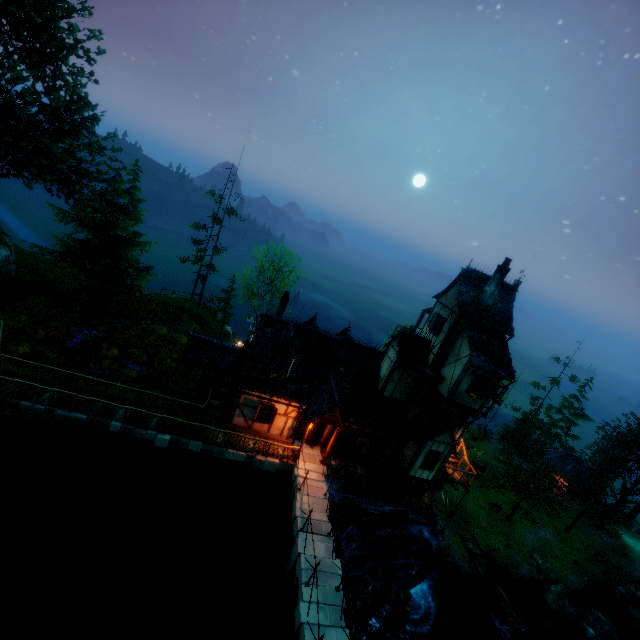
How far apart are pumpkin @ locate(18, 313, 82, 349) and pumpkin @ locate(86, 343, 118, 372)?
4.5m

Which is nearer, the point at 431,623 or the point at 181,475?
the point at 181,475

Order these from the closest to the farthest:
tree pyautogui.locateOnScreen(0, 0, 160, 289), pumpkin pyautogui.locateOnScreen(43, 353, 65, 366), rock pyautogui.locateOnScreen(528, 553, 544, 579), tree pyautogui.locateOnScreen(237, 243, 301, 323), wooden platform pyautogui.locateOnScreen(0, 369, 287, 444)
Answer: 1. wooden platform pyautogui.locateOnScreen(0, 369, 287, 444)
2. tree pyautogui.locateOnScreen(0, 0, 160, 289)
3. pumpkin pyautogui.locateOnScreen(43, 353, 65, 366)
4. rock pyautogui.locateOnScreen(528, 553, 544, 579)
5. tree pyautogui.locateOnScreen(237, 243, 301, 323)

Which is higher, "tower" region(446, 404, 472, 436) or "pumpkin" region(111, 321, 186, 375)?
"tower" region(446, 404, 472, 436)

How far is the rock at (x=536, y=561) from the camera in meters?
29.2

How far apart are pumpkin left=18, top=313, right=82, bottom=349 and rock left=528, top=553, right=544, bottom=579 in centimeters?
4415cm

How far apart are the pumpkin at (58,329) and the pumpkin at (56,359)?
3.1 meters

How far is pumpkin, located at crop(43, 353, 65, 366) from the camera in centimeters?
1958cm
